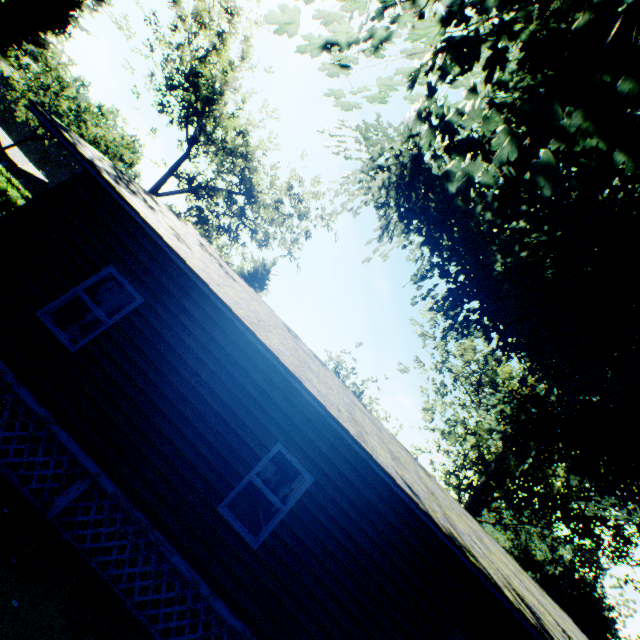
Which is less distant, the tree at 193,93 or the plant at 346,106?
the plant at 346,106

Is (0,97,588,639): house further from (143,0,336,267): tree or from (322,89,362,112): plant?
(143,0,336,267): tree

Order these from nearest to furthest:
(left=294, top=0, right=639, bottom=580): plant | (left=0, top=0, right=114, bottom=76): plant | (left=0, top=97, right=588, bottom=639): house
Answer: (left=294, top=0, right=639, bottom=580): plant < (left=0, top=97, right=588, bottom=639): house < (left=0, top=0, right=114, bottom=76): plant

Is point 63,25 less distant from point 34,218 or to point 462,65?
point 34,218

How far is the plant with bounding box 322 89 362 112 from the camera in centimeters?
751cm

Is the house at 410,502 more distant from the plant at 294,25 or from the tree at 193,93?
the tree at 193,93

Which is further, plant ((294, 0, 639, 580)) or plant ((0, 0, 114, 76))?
plant ((0, 0, 114, 76))
